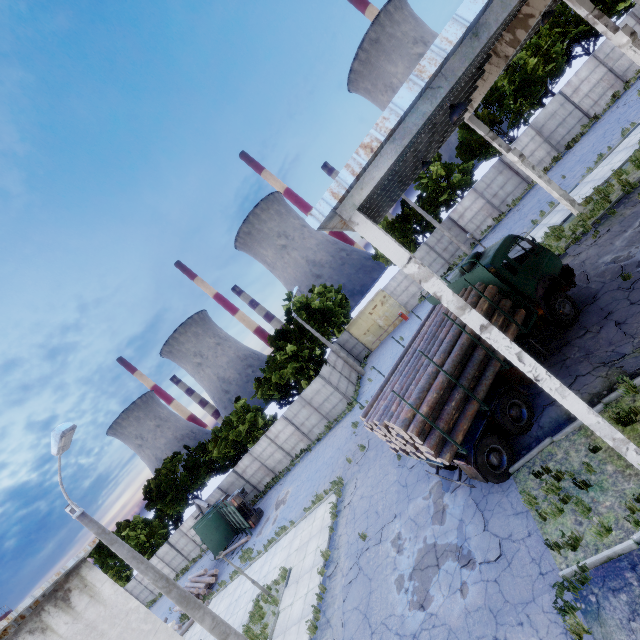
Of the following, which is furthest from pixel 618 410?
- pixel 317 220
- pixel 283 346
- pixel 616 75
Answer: pixel 616 75

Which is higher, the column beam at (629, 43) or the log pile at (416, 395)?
the column beam at (629, 43)

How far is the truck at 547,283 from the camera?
10.1 meters

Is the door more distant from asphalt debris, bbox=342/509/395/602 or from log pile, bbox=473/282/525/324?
asphalt debris, bbox=342/509/395/602

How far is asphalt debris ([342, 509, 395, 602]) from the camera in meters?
11.4

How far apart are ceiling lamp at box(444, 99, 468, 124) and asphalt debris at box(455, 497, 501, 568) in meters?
10.4 m

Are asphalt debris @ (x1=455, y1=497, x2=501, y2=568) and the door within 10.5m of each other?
no

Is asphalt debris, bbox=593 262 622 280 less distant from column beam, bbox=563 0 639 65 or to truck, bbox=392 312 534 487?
truck, bbox=392 312 534 487
